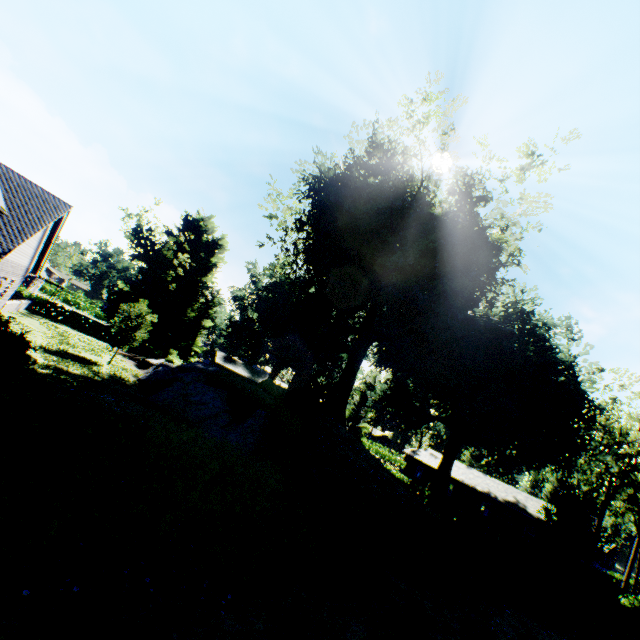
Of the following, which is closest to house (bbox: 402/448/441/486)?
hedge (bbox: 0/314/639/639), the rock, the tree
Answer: the tree

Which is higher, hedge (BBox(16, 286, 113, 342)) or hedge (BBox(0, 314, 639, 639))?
hedge (BBox(0, 314, 639, 639))

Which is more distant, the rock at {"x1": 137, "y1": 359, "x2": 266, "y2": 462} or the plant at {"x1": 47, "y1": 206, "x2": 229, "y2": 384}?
the plant at {"x1": 47, "y1": 206, "x2": 229, "y2": 384}

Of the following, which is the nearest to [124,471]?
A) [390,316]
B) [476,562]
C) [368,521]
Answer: [368,521]

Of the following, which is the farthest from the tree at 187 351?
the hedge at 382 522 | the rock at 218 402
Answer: the hedge at 382 522

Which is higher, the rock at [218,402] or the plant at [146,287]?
the plant at [146,287]

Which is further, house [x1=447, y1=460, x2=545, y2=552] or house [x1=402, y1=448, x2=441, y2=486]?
house [x1=402, y1=448, x2=441, y2=486]

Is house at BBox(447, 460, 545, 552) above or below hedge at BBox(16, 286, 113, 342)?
above
